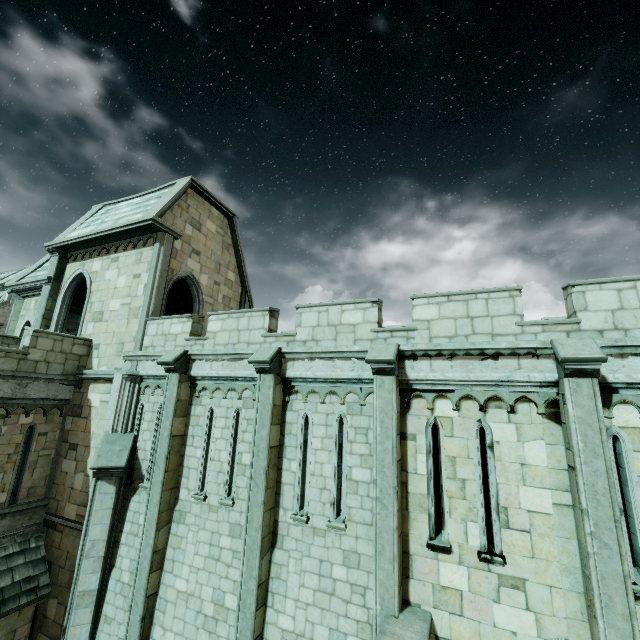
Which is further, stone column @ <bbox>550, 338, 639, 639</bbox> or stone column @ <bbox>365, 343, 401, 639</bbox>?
stone column @ <bbox>365, 343, 401, 639</bbox>

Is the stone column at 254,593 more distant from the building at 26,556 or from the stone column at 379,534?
the building at 26,556

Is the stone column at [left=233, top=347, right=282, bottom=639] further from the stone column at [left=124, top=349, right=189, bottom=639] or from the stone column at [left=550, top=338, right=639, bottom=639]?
the stone column at [left=550, top=338, right=639, bottom=639]

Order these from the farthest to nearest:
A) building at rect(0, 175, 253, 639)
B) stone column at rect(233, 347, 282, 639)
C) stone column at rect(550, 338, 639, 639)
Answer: building at rect(0, 175, 253, 639), stone column at rect(233, 347, 282, 639), stone column at rect(550, 338, 639, 639)

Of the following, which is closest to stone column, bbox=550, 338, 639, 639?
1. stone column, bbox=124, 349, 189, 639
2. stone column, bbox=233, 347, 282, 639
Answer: stone column, bbox=233, 347, 282, 639

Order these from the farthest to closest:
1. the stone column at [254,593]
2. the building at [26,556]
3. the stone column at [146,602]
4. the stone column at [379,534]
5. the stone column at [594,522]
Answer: the building at [26,556], the stone column at [146,602], the stone column at [254,593], the stone column at [379,534], the stone column at [594,522]

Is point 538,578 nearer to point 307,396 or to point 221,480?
point 307,396

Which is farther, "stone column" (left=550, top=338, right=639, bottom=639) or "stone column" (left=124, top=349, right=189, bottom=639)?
"stone column" (left=124, top=349, right=189, bottom=639)
